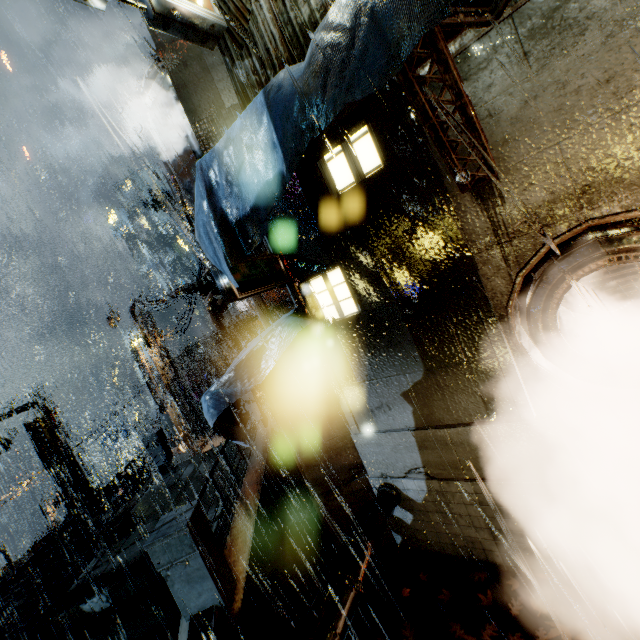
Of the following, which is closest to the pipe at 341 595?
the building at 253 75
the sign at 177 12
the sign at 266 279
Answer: the building at 253 75

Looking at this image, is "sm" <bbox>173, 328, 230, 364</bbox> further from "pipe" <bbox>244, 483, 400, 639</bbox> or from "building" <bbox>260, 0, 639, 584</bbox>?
"pipe" <bbox>244, 483, 400, 639</bbox>

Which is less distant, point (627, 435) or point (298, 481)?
point (627, 435)

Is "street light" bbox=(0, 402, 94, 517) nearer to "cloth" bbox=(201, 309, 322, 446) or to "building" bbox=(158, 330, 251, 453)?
"building" bbox=(158, 330, 251, 453)

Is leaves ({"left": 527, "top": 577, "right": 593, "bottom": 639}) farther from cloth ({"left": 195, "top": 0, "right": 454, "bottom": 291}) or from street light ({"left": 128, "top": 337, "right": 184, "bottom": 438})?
street light ({"left": 128, "top": 337, "right": 184, "bottom": 438})

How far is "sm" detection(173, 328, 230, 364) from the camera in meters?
39.5 m

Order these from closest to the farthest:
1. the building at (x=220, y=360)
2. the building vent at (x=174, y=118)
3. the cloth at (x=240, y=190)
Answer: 1. the cloth at (x=240, y=190)
2. the building vent at (x=174, y=118)
3. the building at (x=220, y=360)

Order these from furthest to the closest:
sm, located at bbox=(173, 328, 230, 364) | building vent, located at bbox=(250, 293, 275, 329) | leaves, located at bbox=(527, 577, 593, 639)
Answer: sm, located at bbox=(173, 328, 230, 364), building vent, located at bbox=(250, 293, 275, 329), leaves, located at bbox=(527, 577, 593, 639)
